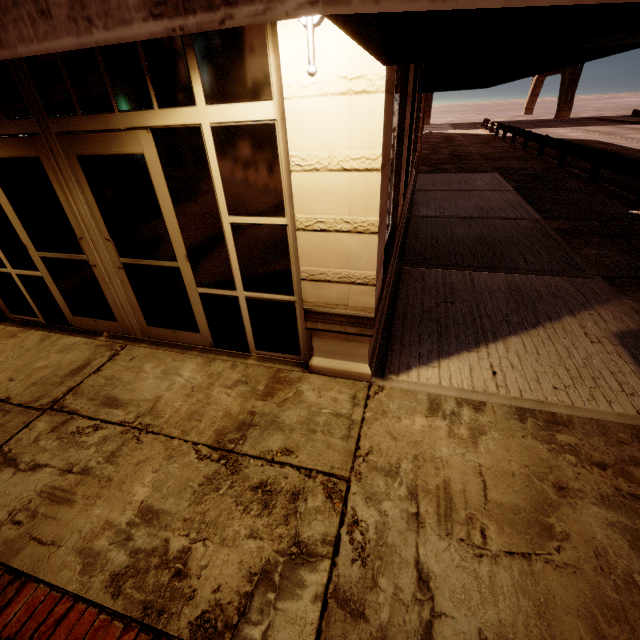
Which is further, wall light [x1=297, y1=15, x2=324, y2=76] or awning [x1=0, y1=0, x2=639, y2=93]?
wall light [x1=297, y1=15, x2=324, y2=76]

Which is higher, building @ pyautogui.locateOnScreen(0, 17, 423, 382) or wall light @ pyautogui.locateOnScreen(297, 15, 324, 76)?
wall light @ pyautogui.locateOnScreen(297, 15, 324, 76)

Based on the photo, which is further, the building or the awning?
the building

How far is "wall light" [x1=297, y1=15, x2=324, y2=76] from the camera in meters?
2.1 m

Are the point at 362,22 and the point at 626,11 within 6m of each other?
yes

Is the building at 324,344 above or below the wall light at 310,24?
below

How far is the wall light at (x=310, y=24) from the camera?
2.07m
